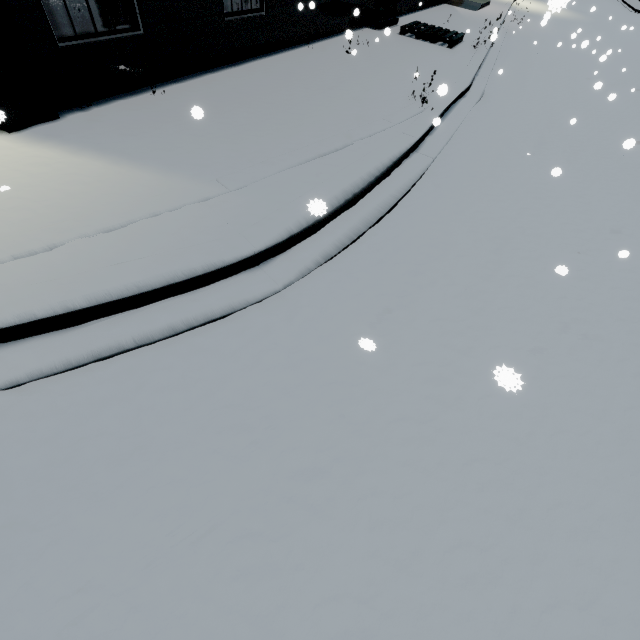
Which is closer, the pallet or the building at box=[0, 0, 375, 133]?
the building at box=[0, 0, 375, 133]

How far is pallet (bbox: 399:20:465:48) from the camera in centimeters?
1093cm

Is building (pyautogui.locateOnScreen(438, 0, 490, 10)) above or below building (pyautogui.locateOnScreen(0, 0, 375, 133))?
below

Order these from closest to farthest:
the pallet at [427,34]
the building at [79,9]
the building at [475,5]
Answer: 1. the building at [79,9]
2. the pallet at [427,34]
3. the building at [475,5]

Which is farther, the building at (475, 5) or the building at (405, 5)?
the building at (475, 5)

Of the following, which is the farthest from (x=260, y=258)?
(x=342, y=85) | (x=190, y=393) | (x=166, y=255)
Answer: (x=342, y=85)

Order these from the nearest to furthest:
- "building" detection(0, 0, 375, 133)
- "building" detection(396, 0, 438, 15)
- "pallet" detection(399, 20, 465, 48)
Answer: "building" detection(0, 0, 375, 133) < "pallet" detection(399, 20, 465, 48) < "building" detection(396, 0, 438, 15)
